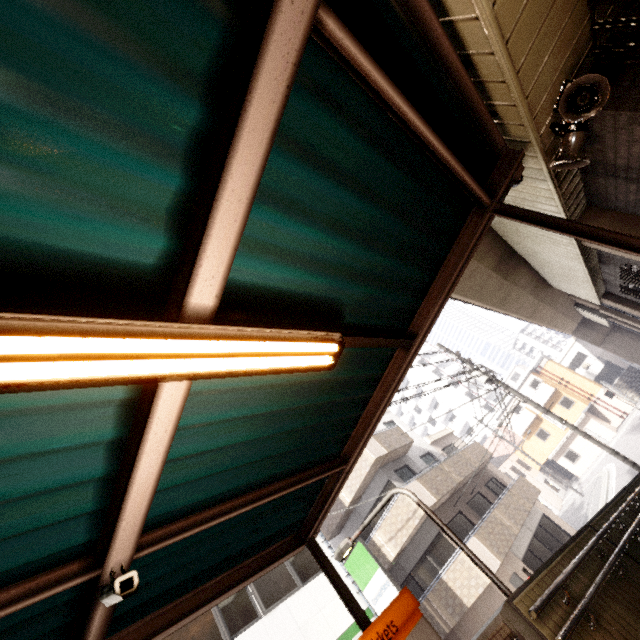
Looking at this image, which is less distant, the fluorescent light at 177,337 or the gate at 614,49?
the fluorescent light at 177,337

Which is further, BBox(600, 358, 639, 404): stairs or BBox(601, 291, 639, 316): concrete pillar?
BBox(600, 358, 639, 404): stairs

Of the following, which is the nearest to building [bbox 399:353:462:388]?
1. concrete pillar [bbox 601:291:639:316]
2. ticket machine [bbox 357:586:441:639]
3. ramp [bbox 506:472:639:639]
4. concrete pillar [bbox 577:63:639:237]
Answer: ramp [bbox 506:472:639:639]

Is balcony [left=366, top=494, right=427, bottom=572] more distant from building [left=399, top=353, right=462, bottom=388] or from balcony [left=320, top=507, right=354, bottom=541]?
building [left=399, top=353, right=462, bottom=388]

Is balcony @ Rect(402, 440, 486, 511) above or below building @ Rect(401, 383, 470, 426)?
below

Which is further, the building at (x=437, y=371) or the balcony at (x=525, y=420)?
the building at (x=437, y=371)

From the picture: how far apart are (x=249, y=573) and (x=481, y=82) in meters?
5.1 m

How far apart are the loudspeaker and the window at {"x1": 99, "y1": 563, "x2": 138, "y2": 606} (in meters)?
4.41
